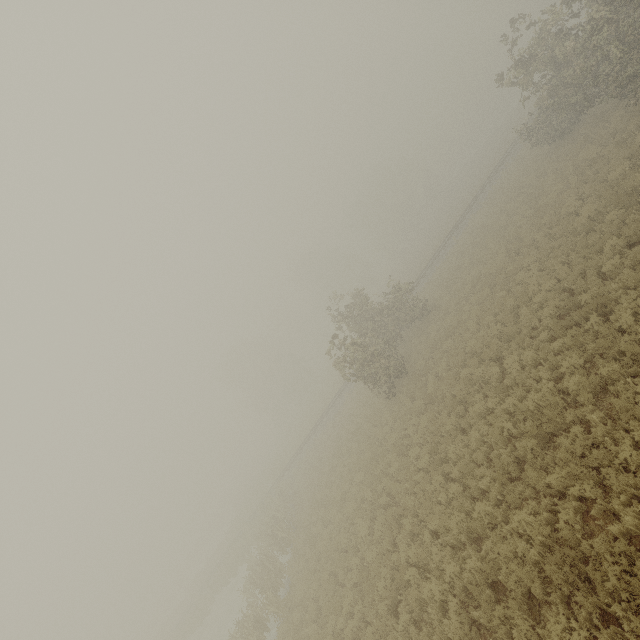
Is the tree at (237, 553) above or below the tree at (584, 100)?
below

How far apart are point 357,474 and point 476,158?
63.41m

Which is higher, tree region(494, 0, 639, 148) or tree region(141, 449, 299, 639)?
tree region(494, 0, 639, 148)

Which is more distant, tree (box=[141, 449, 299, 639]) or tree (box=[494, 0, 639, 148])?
tree (box=[141, 449, 299, 639])

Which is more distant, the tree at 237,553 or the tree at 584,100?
the tree at 237,553
